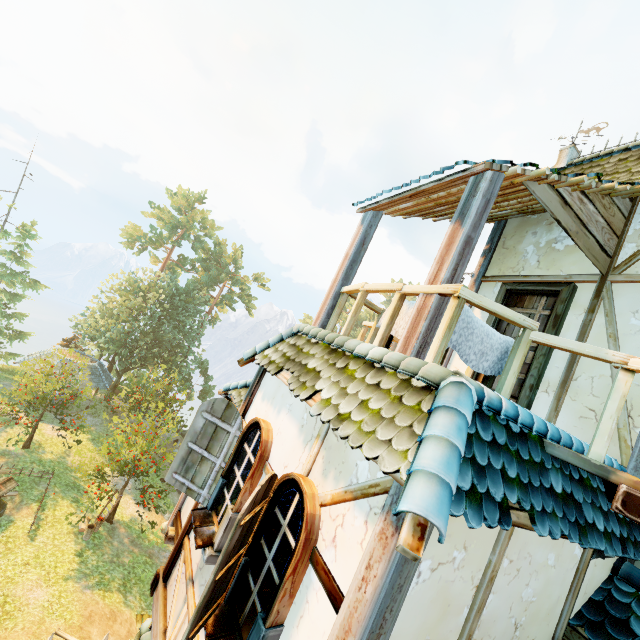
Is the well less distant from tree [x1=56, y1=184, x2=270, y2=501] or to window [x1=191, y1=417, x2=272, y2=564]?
tree [x1=56, y1=184, x2=270, y2=501]

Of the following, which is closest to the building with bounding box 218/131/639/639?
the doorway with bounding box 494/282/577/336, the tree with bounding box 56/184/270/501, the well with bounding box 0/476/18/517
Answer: the doorway with bounding box 494/282/577/336

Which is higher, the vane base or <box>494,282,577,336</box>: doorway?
the vane base

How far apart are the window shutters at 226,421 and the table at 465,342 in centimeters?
284cm

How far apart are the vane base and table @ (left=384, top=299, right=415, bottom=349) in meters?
6.9

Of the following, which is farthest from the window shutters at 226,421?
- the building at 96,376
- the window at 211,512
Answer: the building at 96,376

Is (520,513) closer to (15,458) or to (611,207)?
(611,207)

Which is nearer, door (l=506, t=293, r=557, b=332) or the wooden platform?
the wooden platform
